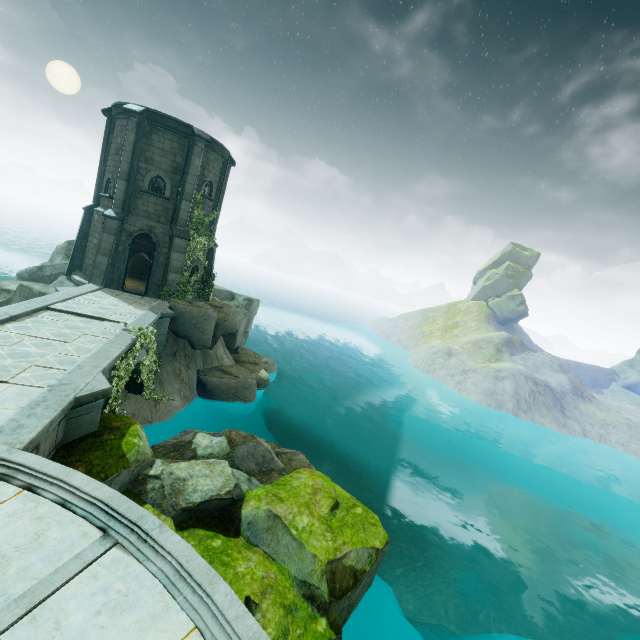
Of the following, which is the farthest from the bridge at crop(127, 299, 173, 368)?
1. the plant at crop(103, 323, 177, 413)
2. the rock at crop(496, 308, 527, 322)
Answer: the rock at crop(496, 308, 527, 322)

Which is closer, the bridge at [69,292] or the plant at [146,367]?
the plant at [146,367]

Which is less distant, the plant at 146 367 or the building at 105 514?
the building at 105 514

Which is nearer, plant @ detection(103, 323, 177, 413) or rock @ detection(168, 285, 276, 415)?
plant @ detection(103, 323, 177, 413)

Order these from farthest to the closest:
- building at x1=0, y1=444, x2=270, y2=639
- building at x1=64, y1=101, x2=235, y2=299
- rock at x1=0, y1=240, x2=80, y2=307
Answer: building at x1=64, y1=101, x2=235, y2=299, rock at x1=0, y1=240, x2=80, y2=307, building at x1=0, y1=444, x2=270, y2=639

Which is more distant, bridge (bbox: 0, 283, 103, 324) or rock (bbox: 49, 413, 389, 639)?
bridge (bbox: 0, 283, 103, 324)

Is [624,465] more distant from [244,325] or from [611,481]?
[244,325]

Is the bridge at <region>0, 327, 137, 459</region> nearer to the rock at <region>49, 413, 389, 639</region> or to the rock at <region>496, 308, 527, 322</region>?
the rock at <region>49, 413, 389, 639</region>
